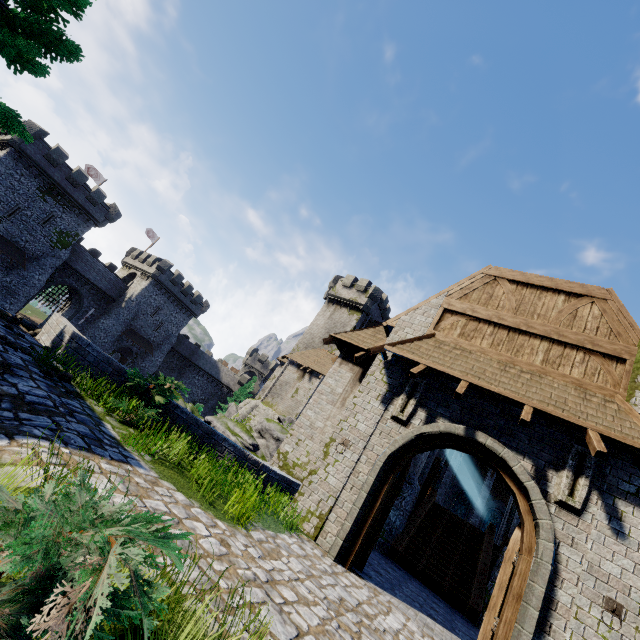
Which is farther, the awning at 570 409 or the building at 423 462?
the building at 423 462

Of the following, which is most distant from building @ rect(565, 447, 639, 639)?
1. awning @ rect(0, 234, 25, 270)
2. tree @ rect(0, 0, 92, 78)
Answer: awning @ rect(0, 234, 25, 270)

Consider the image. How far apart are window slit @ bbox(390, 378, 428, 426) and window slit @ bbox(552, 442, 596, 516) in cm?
303

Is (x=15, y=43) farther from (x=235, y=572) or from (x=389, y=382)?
(x=389, y=382)

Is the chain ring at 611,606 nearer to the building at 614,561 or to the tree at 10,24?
the building at 614,561

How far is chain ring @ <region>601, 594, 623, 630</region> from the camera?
5.2m

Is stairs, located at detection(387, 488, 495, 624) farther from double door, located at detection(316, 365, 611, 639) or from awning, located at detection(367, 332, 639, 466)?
awning, located at detection(367, 332, 639, 466)

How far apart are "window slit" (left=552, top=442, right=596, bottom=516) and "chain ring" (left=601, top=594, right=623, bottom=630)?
1.2m
